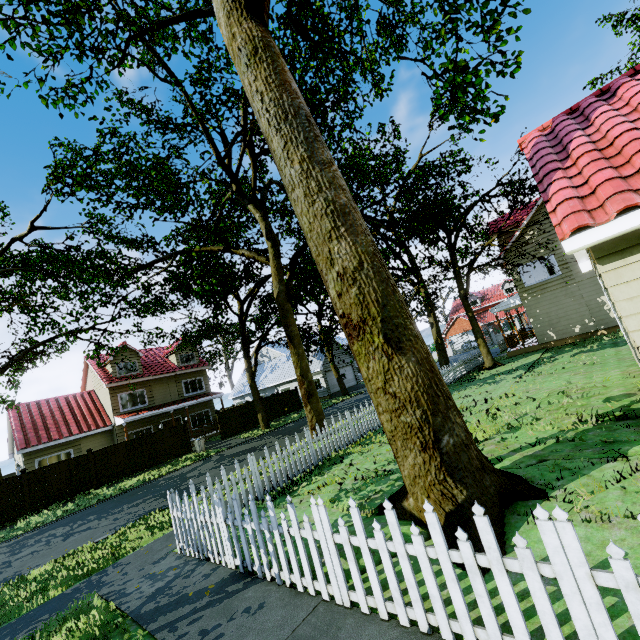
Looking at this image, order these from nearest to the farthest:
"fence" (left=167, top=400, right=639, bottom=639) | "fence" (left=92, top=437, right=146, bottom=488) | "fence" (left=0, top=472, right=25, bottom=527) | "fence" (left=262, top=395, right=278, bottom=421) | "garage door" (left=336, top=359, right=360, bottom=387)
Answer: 1. "fence" (left=167, top=400, right=639, bottom=639)
2. "fence" (left=0, top=472, right=25, bottom=527)
3. "fence" (left=92, top=437, right=146, bottom=488)
4. "fence" (left=262, top=395, right=278, bottom=421)
5. "garage door" (left=336, top=359, right=360, bottom=387)

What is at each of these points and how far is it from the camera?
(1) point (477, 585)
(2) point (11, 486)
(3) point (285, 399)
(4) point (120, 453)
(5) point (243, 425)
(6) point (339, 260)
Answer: (1) fence, 2.5m
(2) fence, 15.9m
(3) fence, 29.6m
(4) fence, 19.4m
(5) fence, 25.8m
(6) tree, 4.8m

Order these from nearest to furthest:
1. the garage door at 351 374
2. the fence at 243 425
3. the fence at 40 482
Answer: the fence at 40 482 → the fence at 243 425 → the garage door at 351 374

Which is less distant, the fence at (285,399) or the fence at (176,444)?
the fence at (176,444)

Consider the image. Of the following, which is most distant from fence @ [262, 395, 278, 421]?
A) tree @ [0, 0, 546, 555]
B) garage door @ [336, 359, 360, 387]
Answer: garage door @ [336, 359, 360, 387]

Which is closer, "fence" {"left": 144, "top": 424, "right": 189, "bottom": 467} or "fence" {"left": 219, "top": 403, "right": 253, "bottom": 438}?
"fence" {"left": 144, "top": 424, "right": 189, "bottom": 467}
